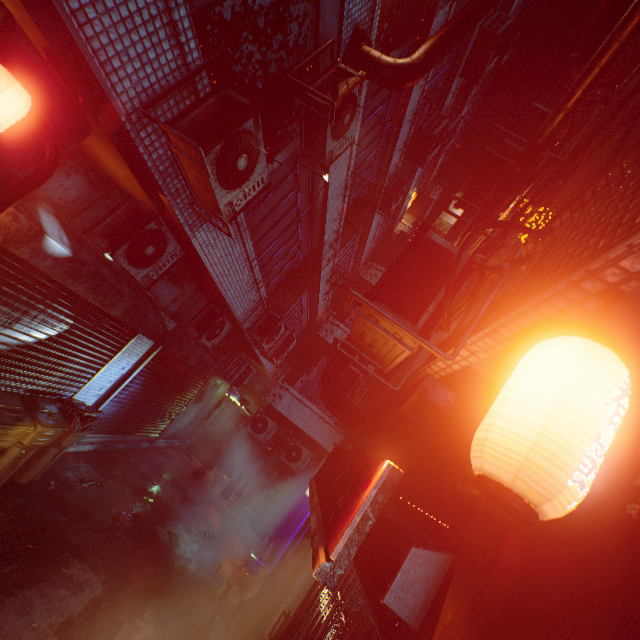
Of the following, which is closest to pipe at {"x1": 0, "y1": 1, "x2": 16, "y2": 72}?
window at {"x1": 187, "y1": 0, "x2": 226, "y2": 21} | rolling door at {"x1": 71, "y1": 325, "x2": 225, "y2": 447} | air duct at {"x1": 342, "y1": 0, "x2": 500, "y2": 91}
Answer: window at {"x1": 187, "y1": 0, "x2": 226, "y2": 21}

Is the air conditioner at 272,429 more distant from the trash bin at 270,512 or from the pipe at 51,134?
the pipe at 51,134

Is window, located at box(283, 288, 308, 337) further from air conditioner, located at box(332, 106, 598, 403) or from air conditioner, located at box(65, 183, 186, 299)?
air conditioner, located at box(332, 106, 598, 403)

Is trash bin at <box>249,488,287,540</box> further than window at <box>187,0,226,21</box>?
Yes

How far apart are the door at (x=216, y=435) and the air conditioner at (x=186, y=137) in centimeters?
1034cm

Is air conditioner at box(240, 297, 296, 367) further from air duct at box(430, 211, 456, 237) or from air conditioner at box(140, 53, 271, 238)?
air conditioner at box(140, 53, 271, 238)

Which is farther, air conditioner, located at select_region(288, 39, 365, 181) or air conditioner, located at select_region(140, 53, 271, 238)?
air conditioner, located at select_region(288, 39, 365, 181)

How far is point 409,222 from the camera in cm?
1582
